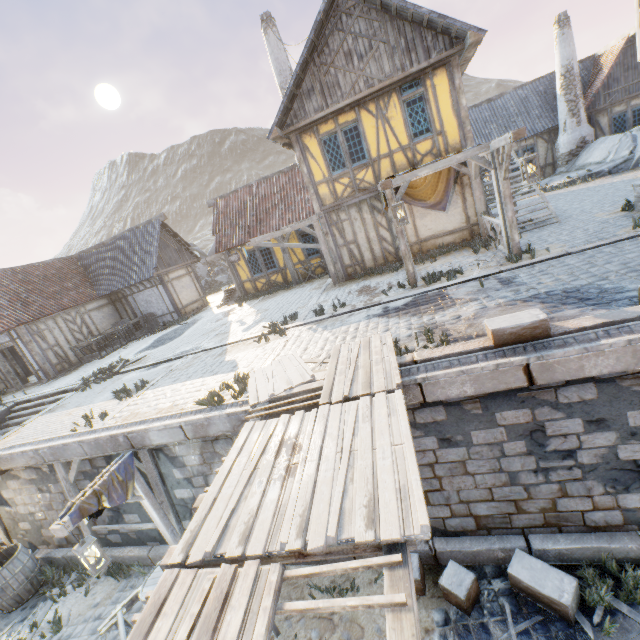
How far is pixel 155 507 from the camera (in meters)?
6.65

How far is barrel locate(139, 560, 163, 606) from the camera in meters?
4.7 m

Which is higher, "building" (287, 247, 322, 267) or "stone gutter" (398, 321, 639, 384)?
"building" (287, 247, 322, 267)

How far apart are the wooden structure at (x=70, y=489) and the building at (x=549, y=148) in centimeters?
2306cm

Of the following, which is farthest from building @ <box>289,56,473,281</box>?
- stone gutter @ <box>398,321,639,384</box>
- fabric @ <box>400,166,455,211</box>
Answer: stone gutter @ <box>398,321,639,384</box>

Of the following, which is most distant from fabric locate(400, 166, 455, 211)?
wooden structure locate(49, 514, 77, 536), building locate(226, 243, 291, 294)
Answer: wooden structure locate(49, 514, 77, 536)

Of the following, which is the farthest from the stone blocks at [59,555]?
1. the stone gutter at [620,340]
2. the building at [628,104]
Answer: the building at [628,104]

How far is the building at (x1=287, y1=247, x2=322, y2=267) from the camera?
16.4 meters
